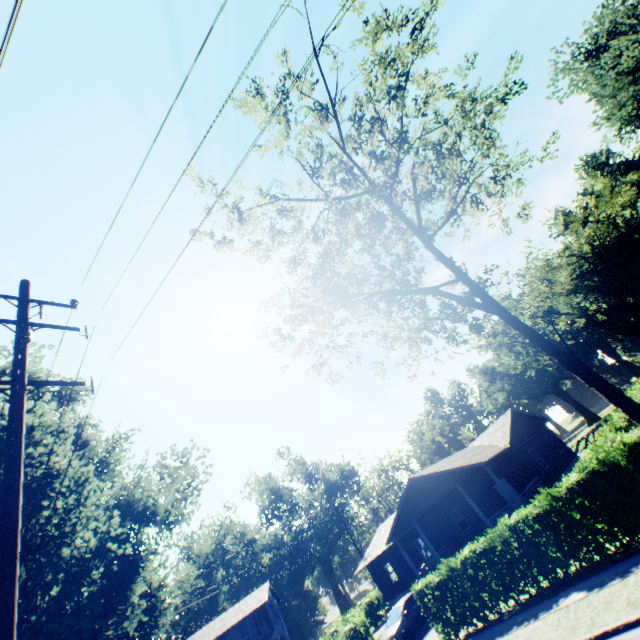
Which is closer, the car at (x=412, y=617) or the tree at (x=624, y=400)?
the tree at (x=624, y=400)

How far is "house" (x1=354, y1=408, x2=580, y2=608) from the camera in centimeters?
2231cm

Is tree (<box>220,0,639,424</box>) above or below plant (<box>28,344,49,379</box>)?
below

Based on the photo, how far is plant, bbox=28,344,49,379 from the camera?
22.25m

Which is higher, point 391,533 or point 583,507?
A: point 391,533

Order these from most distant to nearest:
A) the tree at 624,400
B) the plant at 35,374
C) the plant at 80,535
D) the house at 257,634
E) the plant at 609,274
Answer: the house at 257,634 → the plant at 609,274 → the plant at 35,374 → the tree at 624,400 → the plant at 80,535

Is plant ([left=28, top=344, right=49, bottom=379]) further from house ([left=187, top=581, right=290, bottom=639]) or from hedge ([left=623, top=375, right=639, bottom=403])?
house ([left=187, top=581, right=290, bottom=639])

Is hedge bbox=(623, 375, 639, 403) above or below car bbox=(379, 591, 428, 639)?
above
